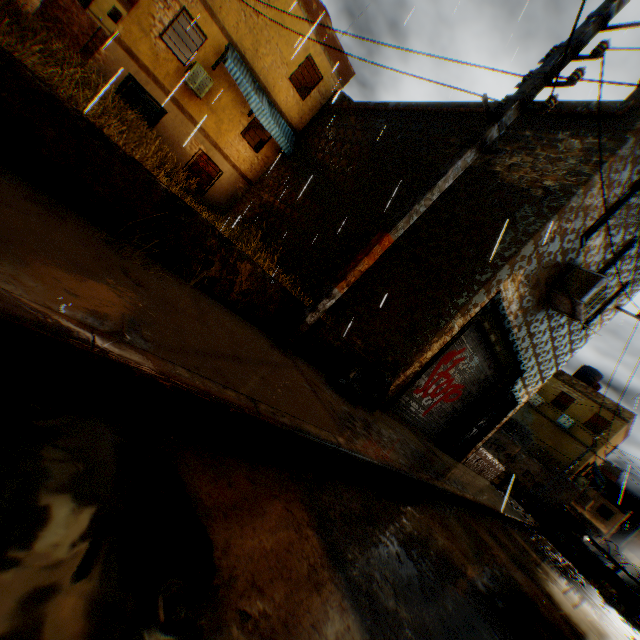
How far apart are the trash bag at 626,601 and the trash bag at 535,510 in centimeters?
286cm

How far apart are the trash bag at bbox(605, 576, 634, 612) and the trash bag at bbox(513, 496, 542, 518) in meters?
2.9 m

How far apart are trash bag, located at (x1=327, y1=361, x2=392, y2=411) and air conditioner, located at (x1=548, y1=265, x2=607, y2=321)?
2.2m

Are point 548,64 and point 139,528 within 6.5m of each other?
yes

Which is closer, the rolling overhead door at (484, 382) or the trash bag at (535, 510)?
the rolling overhead door at (484, 382)

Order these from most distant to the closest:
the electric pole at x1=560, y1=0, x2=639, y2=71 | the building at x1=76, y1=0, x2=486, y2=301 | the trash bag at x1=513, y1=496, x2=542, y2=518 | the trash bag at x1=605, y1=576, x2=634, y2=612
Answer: the trash bag at x1=513, y1=496, x2=542, y2=518, the trash bag at x1=605, y1=576, x2=634, y2=612, the building at x1=76, y1=0, x2=486, y2=301, the electric pole at x1=560, y1=0, x2=639, y2=71

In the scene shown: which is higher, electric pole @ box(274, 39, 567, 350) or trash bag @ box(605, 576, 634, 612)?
electric pole @ box(274, 39, 567, 350)

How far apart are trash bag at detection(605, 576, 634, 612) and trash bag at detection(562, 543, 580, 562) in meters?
0.9
